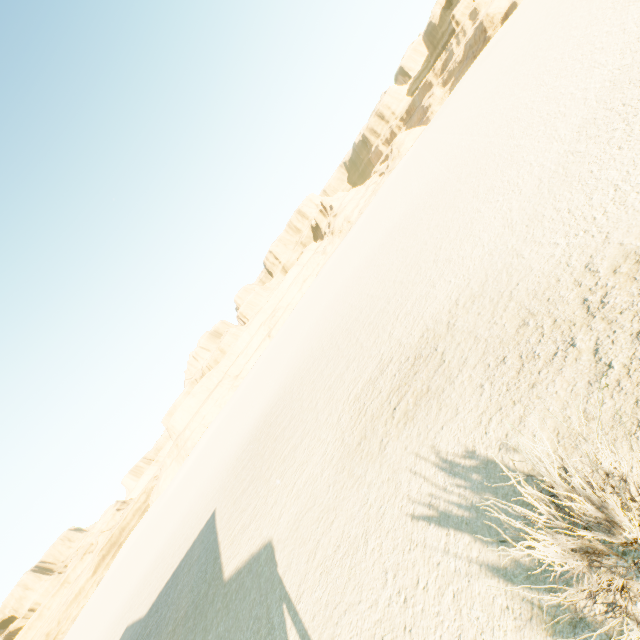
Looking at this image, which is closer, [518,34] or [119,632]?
[119,632]
